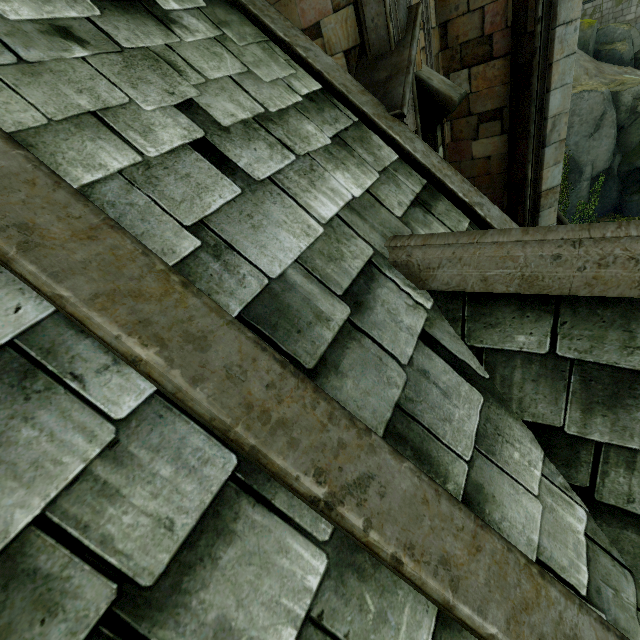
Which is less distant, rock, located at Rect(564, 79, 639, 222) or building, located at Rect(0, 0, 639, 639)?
building, located at Rect(0, 0, 639, 639)

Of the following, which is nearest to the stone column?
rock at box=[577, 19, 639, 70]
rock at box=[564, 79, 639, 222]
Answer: rock at box=[564, 79, 639, 222]

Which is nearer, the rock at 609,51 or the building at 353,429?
the building at 353,429

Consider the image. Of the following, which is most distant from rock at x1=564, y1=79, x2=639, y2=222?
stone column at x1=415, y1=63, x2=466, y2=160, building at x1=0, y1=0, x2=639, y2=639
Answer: stone column at x1=415, y1=63, x2=466, y2=160

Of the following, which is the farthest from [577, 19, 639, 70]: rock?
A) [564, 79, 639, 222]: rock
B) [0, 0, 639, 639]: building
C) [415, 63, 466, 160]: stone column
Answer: [415, 63, 466, 160]: stone column

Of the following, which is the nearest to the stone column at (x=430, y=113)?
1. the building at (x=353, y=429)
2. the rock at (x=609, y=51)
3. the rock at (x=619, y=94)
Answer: the building at (x=353, y=429)

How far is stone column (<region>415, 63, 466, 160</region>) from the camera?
4.7 meters

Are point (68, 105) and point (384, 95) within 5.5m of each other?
yes
